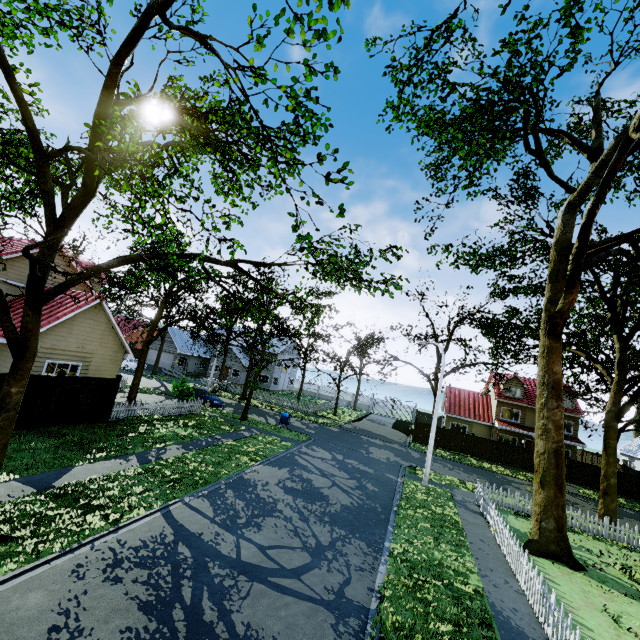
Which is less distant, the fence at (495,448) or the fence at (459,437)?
the fence at (495,448)

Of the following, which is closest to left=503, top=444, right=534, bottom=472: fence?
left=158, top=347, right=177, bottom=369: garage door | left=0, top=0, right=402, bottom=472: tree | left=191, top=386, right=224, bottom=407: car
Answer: left=0, top=0, right=402, bottom=472: tree

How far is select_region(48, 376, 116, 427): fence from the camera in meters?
14.7 m

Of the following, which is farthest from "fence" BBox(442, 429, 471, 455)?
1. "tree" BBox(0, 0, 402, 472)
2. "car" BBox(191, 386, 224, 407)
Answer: "car" BBox(191, 386, 224, 407)

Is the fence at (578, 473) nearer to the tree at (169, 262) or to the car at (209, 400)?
the tree at (169, 262)

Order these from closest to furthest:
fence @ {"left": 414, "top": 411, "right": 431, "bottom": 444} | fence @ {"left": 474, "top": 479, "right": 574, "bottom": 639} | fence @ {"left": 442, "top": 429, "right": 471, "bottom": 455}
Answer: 1. fence @ {"left": 474, "top": 479, "right": 574, "bottom": 639}
2. fence @ {"left": 442, "top": 429, "right": 471, "bottom": 455}
3. fence @ {"left": 414, "top": 411, "right": 431, "bottom": 444}

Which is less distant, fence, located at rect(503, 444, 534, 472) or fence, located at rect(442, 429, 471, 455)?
fence, located at rect(503, 444, 534, 472)

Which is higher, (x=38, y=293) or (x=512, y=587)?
(x=38, y=293)
